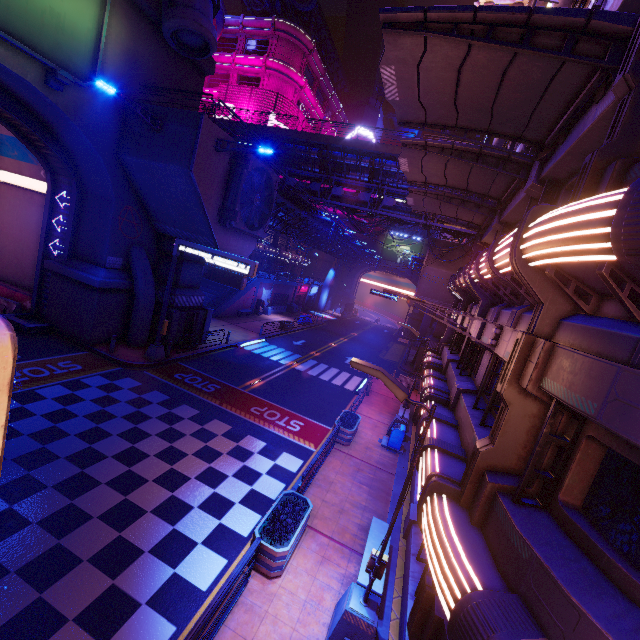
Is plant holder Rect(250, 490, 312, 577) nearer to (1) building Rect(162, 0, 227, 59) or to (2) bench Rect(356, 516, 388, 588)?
(2) bench Rect(356, 516, 388, 588)

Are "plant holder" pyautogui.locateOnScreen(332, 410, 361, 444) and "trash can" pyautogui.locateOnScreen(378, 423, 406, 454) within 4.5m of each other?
yes

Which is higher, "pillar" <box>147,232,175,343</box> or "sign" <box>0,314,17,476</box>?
"sign" <box>0,314,17,476</box>

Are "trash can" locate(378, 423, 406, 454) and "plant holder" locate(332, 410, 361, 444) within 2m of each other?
yes

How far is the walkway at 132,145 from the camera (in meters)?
15.73

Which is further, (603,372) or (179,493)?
(179,493)

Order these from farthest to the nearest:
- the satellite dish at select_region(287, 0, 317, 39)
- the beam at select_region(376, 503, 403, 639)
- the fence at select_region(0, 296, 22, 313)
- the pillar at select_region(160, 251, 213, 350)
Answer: Answer: the satellite dish at select_region(287, 0, 317, 39) → the pillar at select_region(160, 251, 213, 350) → the fence at select_region(0, 296, 22, 313) → the beam at select_region(376, 503, 403, 639)

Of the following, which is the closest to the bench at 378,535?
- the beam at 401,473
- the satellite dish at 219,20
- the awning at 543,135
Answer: the beam at 401,473
